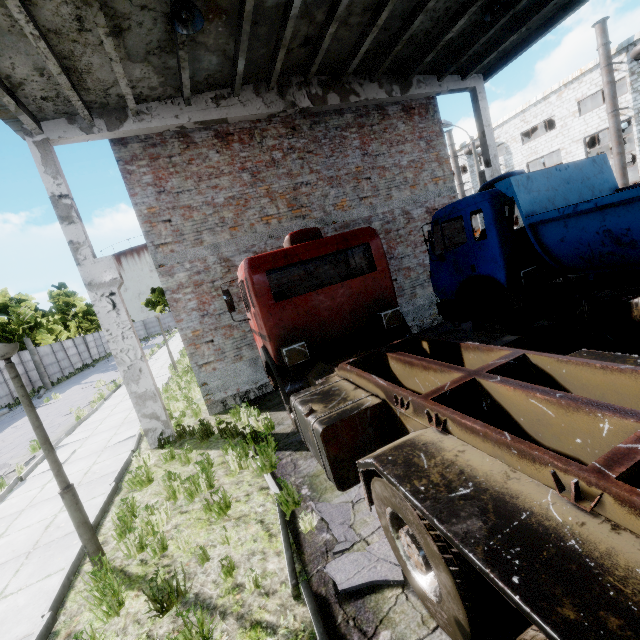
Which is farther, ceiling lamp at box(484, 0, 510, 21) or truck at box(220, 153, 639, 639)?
ceiling lamp at box(484, 0, 510, 21)

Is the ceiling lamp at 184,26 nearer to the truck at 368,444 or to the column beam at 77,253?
the column beam at 77,253

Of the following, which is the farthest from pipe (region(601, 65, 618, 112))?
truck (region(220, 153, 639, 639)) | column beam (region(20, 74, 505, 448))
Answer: truck (region(220, 153, 639, 639))

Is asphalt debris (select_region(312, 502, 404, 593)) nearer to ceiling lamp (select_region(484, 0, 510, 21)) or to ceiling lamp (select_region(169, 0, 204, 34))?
ceiling lamp (select_region(169, 0, 204, 34))

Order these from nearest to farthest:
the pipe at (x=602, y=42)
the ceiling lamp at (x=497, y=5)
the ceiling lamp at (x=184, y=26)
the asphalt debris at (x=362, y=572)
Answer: the asphalt debris at (x=362, y=572) < the ceiling lamp at (x=184, y=26) < the ceiling lamp at (x=497, y=5) < the pipe at (x=602, y=42)

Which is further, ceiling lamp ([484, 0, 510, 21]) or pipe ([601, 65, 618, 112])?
pipe ([601, 65, 618, 112])

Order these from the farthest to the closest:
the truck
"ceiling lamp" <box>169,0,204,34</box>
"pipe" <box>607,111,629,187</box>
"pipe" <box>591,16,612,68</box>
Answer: "pipe" <box>607,111,629,187</box>
"pipe" <box>591,16,612,68</box>
"ceiling lamp" <box>169,0,204,34</box>
the truck

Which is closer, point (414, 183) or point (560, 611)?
point (560, 611)
